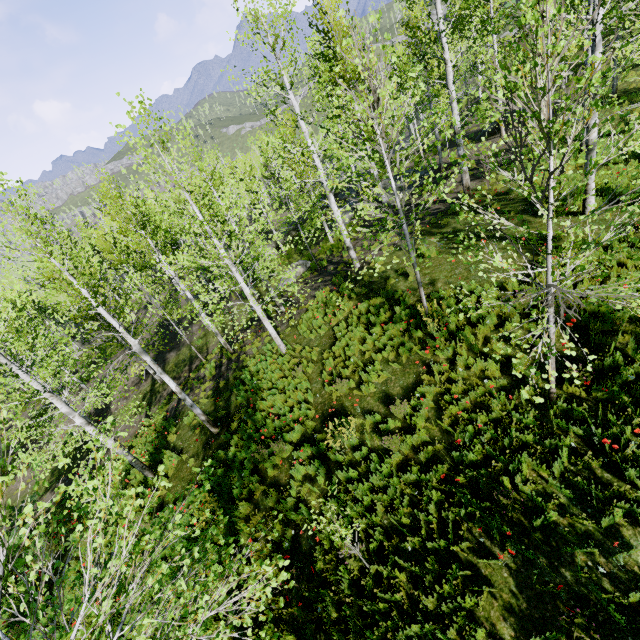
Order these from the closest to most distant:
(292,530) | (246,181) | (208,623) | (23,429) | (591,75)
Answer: (591,75), (208,623), (292,530), (23,429), (246,181)
